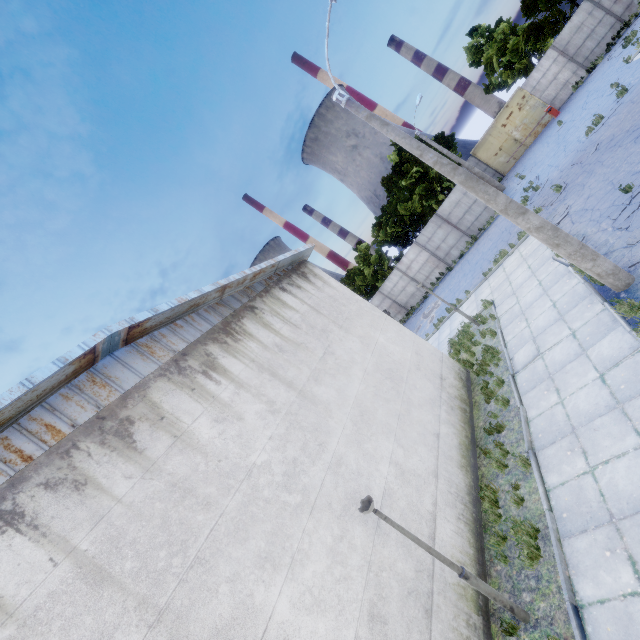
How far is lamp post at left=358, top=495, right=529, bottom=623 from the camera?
5.4m

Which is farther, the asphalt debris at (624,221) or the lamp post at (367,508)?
the asphalt debris at (624,221)

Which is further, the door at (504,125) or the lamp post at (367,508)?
the door at (504,125)

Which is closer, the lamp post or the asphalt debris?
the lamp post

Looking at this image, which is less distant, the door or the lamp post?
the lamp post

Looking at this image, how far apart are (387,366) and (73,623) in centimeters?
855cm

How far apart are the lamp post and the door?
33.70m

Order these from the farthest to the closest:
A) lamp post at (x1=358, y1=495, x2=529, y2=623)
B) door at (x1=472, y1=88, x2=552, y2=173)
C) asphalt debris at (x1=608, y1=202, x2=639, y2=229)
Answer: door at (x1=472, y1=88, x2=552, y2=173), asphalt debris at (x1=608, y1=202, x2=639, y2=229), lamp post at (x1=358, y1=495, x2=529, y2=623)
